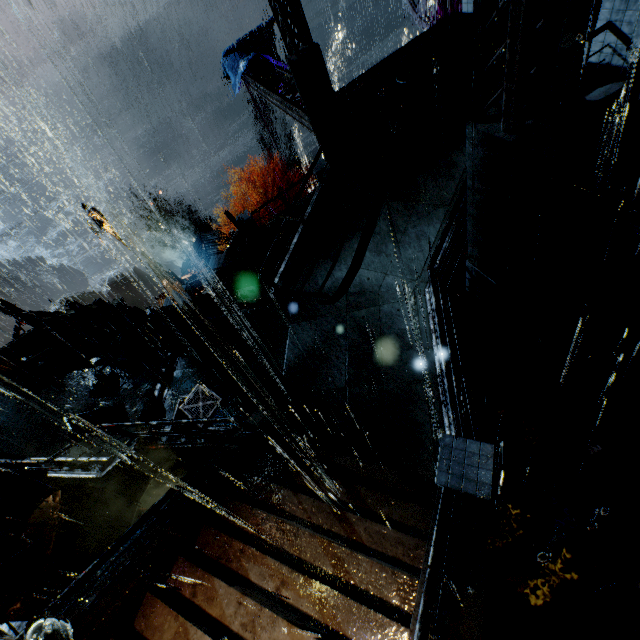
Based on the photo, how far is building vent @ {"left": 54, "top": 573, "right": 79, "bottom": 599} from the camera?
12.0 meters

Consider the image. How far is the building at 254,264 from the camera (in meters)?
13.57

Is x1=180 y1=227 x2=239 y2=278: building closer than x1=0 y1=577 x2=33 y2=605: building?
No

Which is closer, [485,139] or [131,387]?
[485,139]

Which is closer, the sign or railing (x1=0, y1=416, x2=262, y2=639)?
railing (x1=0, y1=416, x2=262, y2=639)

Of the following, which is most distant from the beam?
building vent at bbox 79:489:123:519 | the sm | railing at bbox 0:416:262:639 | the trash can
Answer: building vent at bbox 79:489:123:519

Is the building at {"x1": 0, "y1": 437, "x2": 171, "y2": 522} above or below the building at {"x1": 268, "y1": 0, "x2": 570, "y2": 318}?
below

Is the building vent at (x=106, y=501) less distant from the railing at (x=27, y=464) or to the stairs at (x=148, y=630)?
the railing at (x=27, y=464)
